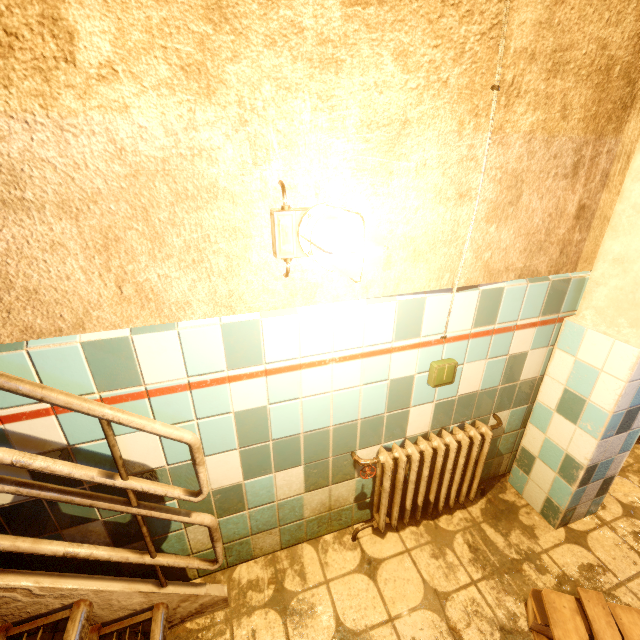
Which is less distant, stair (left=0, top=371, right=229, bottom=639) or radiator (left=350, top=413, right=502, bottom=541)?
stair (left=0, top=371, right=229, bottom=639)

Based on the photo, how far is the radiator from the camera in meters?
1.7 m

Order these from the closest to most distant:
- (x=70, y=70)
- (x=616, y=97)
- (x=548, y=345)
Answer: (x=70, y=70) < (x=616, y=97) < (x=548, y=345)

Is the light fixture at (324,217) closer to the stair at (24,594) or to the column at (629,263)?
the stair at (24,594)

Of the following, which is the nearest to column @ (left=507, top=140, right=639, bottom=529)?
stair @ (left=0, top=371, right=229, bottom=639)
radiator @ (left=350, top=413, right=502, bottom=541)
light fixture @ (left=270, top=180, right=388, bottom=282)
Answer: radiator @ (left=350, top=413, right=502, bottom=541)

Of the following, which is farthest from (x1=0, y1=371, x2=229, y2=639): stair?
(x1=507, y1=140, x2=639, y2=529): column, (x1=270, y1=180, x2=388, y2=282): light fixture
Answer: (x1=507, y1=140, x2=639, y2=529): column

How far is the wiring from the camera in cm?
161

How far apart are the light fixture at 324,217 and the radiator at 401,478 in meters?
1.0 m
